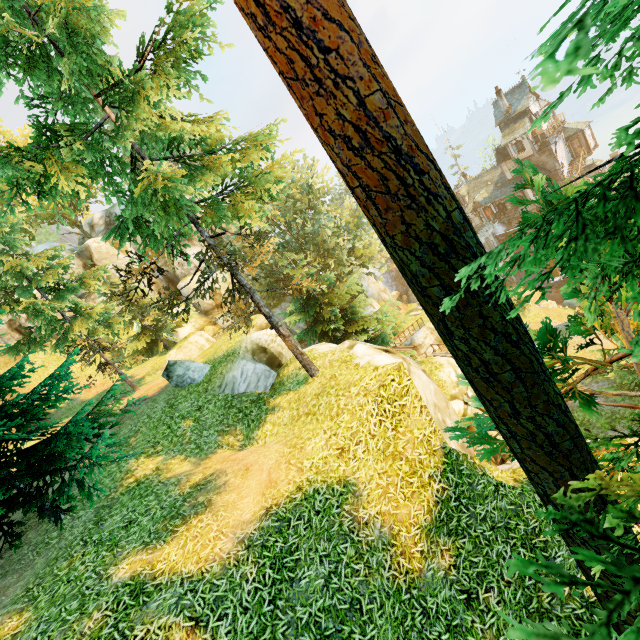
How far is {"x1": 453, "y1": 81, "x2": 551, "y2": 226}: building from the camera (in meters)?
36.94

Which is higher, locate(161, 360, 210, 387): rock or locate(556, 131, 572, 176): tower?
locate(161, 360, 210, 387): rock

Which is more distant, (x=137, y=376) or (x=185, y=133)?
(x=137, y=376)

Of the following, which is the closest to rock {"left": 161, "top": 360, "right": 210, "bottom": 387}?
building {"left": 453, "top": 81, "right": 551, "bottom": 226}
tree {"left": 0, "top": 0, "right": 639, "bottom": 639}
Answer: tree {"left": 0, "top": 0, "right": 639, "bottom": 639}

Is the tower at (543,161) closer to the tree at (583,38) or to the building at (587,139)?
the building at (587,139)

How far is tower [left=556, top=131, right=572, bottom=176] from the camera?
38.16m
